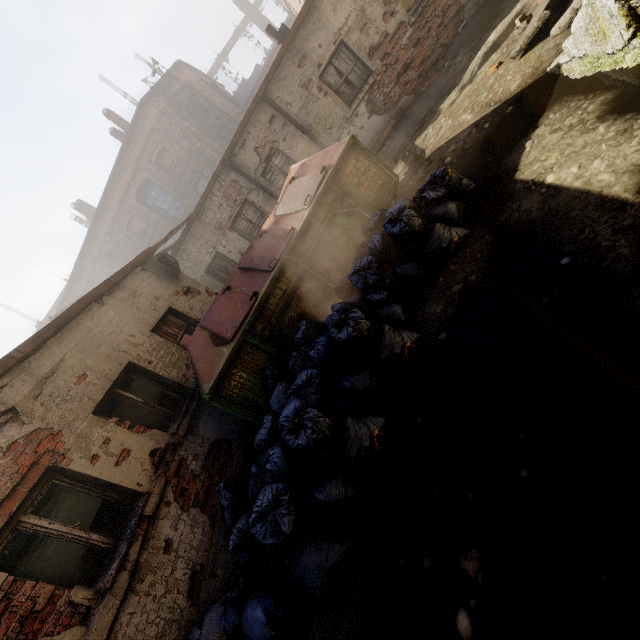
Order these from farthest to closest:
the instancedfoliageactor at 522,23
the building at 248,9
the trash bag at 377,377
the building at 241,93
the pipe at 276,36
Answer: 1. the building at 241,93
2. the building at 248,9
3. the pipe at 276,36
4. the instancedfoliageactor at 522,23
5. the trash bag at 377,377

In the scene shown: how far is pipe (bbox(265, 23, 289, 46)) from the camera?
9.1 meters

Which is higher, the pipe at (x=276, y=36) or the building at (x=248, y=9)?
the building at (x=248, y=9)

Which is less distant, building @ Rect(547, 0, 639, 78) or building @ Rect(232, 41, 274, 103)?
building @ Rect(547, 0, 639, 78)

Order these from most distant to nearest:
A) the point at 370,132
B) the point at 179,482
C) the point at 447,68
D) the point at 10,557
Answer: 1. the point at 370,132
2. the point at 447,68
3. the point at 179,482
4. the point at 10,557

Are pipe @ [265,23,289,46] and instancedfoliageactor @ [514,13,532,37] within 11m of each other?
yes

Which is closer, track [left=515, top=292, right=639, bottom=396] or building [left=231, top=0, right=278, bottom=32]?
track [left=515, top=292, right=639, bottom=396]

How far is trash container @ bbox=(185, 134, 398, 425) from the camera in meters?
4.3 m
